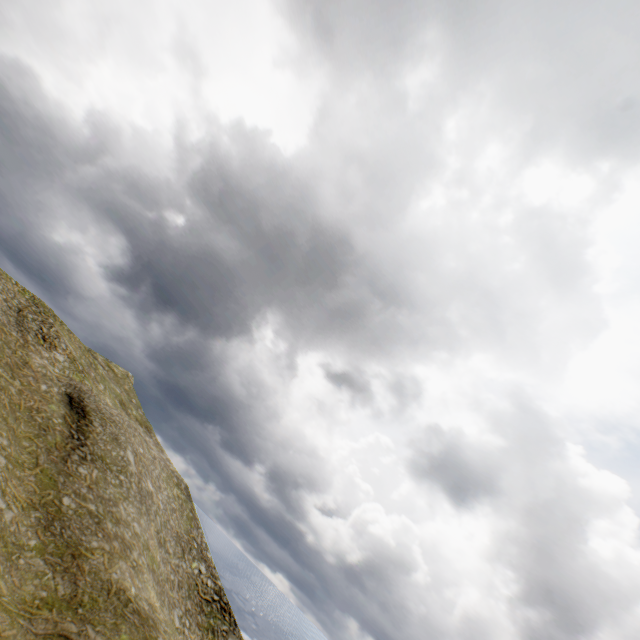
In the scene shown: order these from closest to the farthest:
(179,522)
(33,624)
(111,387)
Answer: (33,624) → (179,522) → (111,387)
